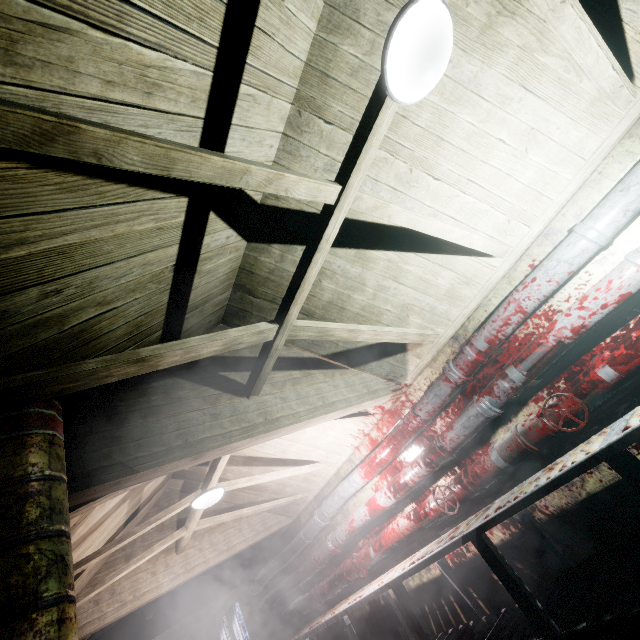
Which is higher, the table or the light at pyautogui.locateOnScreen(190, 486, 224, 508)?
the light at pyautogui.locateOnScreen(190, 486, 224, 508)

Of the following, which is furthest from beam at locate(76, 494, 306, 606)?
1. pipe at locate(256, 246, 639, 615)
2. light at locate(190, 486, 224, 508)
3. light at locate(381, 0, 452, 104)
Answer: light at locate(381, 0, 452, 104)

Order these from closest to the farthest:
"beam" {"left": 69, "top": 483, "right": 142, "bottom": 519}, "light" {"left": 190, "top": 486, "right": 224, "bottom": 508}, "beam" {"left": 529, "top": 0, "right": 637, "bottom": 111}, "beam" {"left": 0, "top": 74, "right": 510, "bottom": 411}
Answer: "beam" {"left": 0, "top": 74, "right": 510, "bottom": 411}
"beam" {"left": 529, "top": 0, "right": 637, "bottom": 111}
"beam" {"left": 69, "top": 483, "right": 142, "bottom": 519}
"light" {"left": 190, "top": 486, "right": 224, "bottom": 508}

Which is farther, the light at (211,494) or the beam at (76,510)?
the light at (211,494)

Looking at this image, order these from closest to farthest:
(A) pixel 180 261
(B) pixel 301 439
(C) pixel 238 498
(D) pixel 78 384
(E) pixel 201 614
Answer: (D) pixel 78 384, (A) pixel 180 261, (B) pixel 301 439, (C) pixel 238 498, (E) pixel 201 614

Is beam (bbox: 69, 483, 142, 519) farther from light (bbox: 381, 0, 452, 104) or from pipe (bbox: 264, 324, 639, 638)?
light (bbox: 381, 0, 452, 104)

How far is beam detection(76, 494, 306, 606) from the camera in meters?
3.1 m

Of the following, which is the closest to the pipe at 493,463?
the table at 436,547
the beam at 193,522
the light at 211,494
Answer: the table at 436,547
